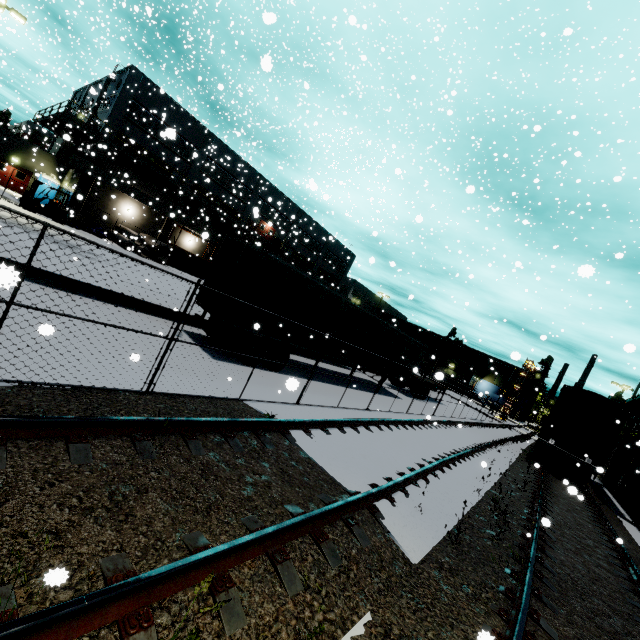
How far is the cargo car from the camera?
17.2 meters

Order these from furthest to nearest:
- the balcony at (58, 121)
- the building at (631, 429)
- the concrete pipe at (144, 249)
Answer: the concrete pipe at (144, 249), the balcony at (58, 121), the building at (631, 429)

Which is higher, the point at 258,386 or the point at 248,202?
the point at 248,202

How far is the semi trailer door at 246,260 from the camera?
10.5 meters

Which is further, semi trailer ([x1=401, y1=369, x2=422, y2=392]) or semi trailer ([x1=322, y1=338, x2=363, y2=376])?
semi trailer ([x1=401, y1=369, x2=422, y2=392])

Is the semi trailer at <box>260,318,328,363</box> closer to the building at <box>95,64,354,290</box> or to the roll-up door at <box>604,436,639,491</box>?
the building at <box>95,64,354,290</box>

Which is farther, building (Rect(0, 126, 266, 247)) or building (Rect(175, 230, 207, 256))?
building (Rect(175, 230, 207, 256))

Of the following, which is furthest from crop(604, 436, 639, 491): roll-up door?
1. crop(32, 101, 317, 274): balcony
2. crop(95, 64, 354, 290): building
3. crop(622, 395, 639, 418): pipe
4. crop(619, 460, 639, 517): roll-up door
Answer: crop(32, 101, 317, 274): balcony
